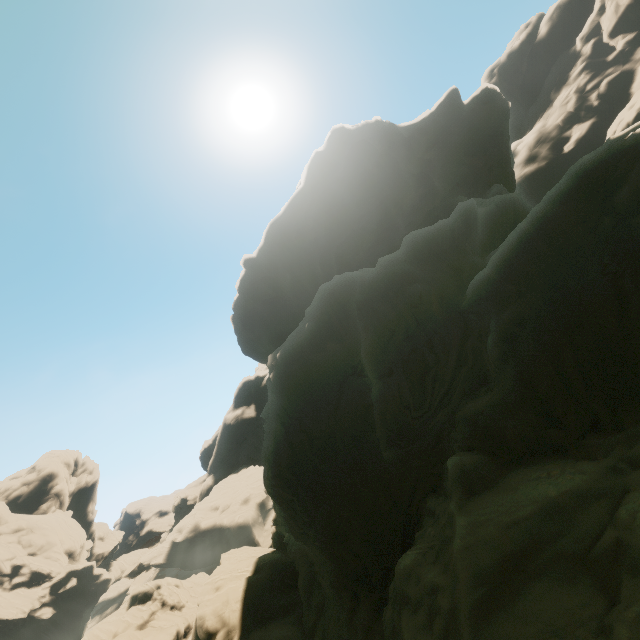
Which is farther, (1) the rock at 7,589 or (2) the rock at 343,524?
(1) the rock at 7,589

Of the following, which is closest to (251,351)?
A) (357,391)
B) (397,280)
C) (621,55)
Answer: (357,391)

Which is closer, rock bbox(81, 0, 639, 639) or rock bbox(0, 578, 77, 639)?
rock bbox(81, 0, 639, 639)
